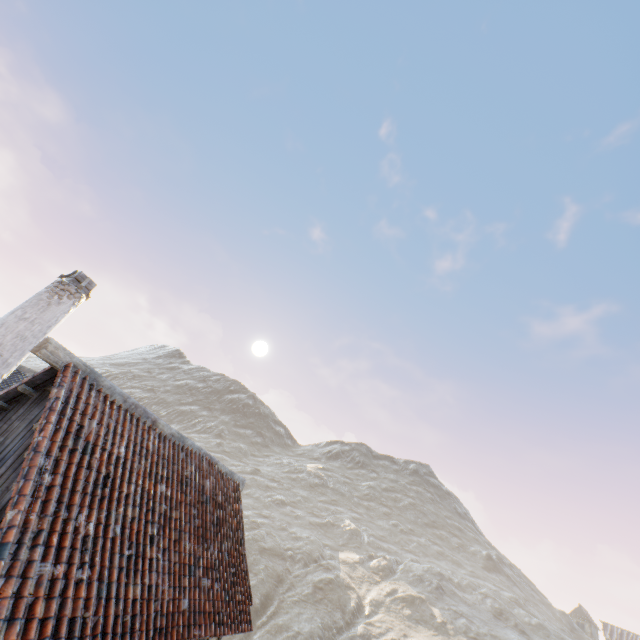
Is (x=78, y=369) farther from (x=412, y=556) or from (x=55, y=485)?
(x=412, y=556)
